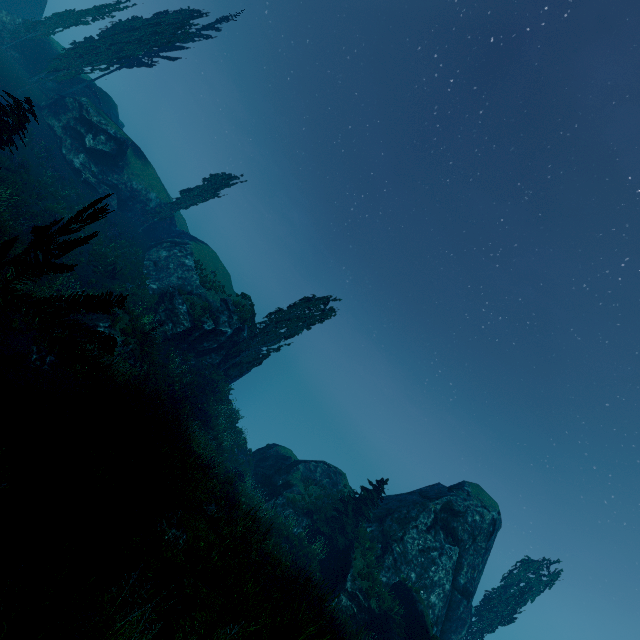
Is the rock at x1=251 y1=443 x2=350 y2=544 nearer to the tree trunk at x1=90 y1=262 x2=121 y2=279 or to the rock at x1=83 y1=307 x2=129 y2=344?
the rock at x1=83 y1=307 x2=129 y2=344

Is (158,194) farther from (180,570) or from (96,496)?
(180,570)

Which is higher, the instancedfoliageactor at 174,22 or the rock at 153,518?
the instancedfoliageactor at 174,22

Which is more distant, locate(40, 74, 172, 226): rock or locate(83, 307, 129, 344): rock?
locate(40, 74, 172, 226): rock

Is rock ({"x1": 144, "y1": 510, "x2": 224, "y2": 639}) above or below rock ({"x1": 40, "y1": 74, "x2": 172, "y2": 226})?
below

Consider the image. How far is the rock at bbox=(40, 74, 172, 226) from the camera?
26.30m

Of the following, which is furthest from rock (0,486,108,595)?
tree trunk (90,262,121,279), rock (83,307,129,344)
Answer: tree trunk (90,262,121,279)

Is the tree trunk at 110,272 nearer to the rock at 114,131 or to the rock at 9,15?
the rock at 114,131
